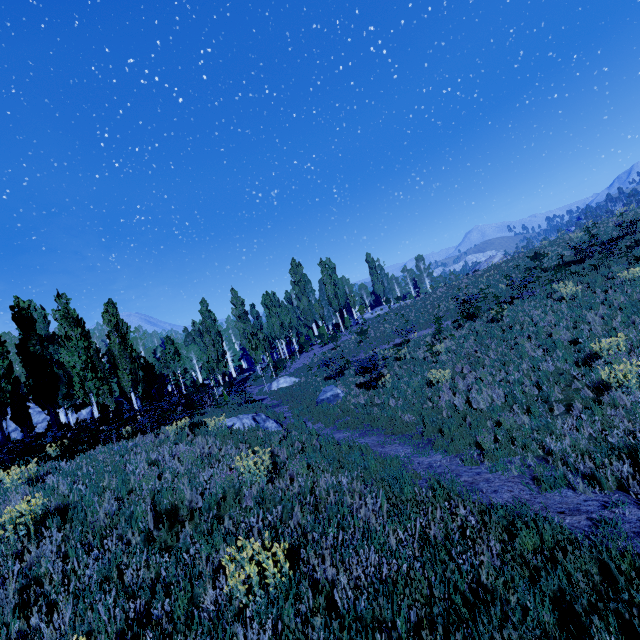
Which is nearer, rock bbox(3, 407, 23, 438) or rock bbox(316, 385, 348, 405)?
rock bbox(316, 385, 348, 405)

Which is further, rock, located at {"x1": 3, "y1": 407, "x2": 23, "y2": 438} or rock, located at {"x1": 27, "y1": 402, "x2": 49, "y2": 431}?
rock, located at {"x1": 27, "y1": 402, "x2": 49, "y2": 431}

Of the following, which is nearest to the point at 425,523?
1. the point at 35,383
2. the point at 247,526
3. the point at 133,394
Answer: the point at 247,526

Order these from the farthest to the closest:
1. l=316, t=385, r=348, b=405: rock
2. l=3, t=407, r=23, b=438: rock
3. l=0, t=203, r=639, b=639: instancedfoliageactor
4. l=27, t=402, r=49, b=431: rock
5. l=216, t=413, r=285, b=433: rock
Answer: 1. l=27, t=402, r=49, b=431: rock
2. l=3, t=407, r=23, b=438: rock
3. l=316, t=385, r=348, b=405: rock
4. l=216, t=413, r=285, b=433: rock
5. l=0, t=203, r=639, b=639: instancedfoliageactor

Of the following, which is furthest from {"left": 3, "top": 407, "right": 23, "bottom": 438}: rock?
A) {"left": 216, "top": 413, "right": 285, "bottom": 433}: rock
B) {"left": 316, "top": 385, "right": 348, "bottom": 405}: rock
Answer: {"left": 316, "top": 385, "right": 348, "bottom": 405}: rock

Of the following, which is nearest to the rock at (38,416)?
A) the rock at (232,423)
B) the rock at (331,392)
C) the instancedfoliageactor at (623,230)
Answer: the instancedfoliageactor at (623,230)

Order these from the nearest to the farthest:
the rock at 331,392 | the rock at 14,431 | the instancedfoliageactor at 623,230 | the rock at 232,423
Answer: the instancedfoliageactor at 623,230 → the rock at 232,423 → the rock at 331,392 → the rock at 14,431

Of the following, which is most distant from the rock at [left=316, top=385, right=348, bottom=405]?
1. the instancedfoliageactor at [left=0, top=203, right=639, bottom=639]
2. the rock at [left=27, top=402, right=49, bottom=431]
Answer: the rock at [left=27, top=402, right=49, bottom=431]
